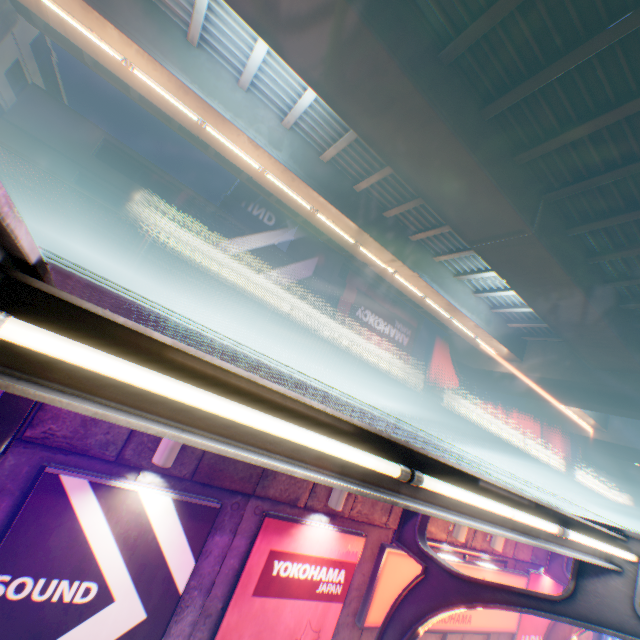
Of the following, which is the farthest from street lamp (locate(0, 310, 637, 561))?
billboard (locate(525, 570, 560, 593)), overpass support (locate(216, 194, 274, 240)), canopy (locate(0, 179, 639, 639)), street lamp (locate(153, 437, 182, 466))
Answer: overpass support (locate(216, 194, 274, 240))

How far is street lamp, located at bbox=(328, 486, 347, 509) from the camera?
6.4m

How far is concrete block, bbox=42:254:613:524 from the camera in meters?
4.7

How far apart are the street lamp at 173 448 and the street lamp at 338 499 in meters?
3.2 m

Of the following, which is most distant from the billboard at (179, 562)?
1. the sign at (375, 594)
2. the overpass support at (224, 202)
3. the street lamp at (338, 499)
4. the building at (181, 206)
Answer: the overpass support at (224, 202)

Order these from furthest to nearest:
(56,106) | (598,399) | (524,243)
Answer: (56,106), (598,399), (524,243)

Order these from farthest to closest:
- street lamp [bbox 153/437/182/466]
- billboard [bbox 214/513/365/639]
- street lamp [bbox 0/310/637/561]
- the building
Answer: the building < billboard [bbox 214/513/365/639] < street lamp [bbox 153/437/182/466] < street lamp [bbox 0/310/637/561]

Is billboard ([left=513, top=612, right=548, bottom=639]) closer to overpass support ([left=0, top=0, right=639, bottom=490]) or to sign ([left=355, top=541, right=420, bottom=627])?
sign ([left=355, top=541, right=420, bottom=627])
